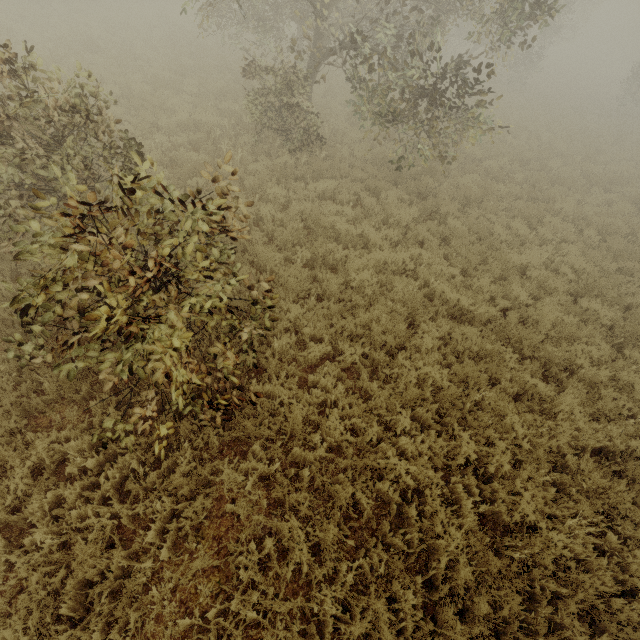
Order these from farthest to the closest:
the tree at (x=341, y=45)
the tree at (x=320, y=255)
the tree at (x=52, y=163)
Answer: the tree at (x=341, y=45), the tree at (x=320, y=255), the tree at (x=52, y=163)

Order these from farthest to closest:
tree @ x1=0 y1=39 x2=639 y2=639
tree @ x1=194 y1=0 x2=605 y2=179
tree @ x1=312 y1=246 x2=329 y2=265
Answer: tree @ x1=194 y1=0 x2=605 y2=179 → tree @ x1=312 y1=246 x2=329 y2=265 → tree @ x1=0 y1=39 x2=639 y2=639

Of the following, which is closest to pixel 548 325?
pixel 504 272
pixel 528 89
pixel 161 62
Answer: pixel 504 272

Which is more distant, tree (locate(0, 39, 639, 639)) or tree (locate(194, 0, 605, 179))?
tree (locate(194, 0, 605, 179))

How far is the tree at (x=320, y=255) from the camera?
7.1 meters

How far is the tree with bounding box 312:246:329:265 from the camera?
7.1m
